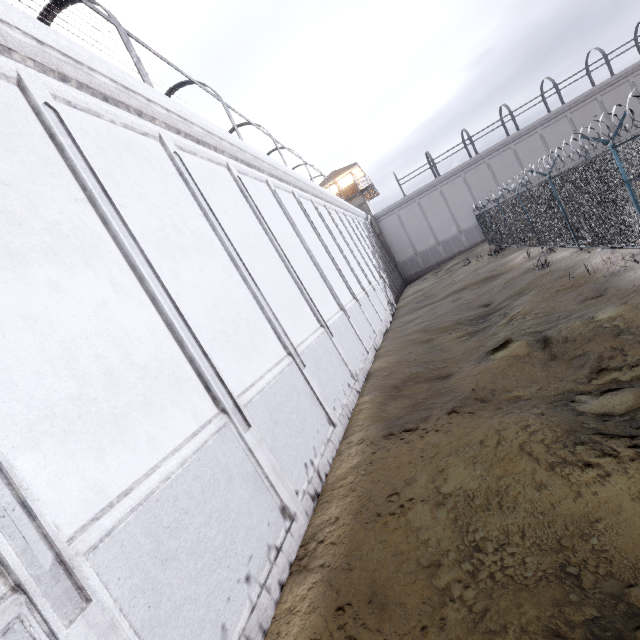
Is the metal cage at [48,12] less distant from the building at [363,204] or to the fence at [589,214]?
the building at [363,204]

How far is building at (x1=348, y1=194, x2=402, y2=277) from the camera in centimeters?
3666cm

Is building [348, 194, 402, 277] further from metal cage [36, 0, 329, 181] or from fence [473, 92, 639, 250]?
fence [473, 92, 639, 250]

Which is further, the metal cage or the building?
the building

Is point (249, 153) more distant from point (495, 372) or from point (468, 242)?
point (468, 242)

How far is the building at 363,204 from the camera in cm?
3666
